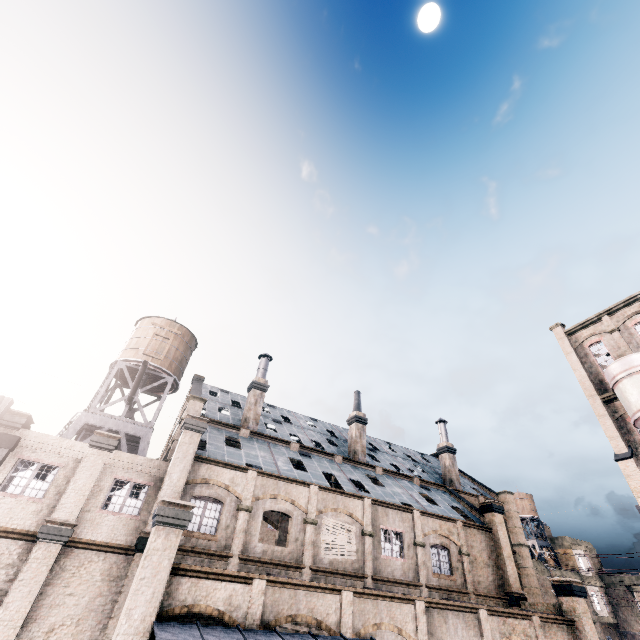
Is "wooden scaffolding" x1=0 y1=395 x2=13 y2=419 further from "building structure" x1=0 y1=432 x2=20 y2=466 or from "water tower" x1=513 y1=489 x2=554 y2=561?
"water tower" x1=513 y1=489 x2=554 y2=561

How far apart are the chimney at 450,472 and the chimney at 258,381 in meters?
22.0

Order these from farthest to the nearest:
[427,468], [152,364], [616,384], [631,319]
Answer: [427,468] → [631,319] → [152,364] → [616,384]

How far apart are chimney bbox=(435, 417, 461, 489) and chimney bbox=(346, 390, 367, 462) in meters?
10.8 m

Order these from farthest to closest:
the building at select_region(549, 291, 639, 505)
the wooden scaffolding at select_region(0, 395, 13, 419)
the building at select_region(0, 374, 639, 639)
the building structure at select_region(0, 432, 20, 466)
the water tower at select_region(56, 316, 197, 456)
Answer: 1. the building at select_region(549, 291, 639, 505)
2. the water tower at select_region(56, 316, 197, 456)
3. the building structure at select_region(0, 432, 20, 466)
4. the wooden scaffolding at select_region(0, 395, 13, 419)
5. the building at select_region(0, 374, 639, 639)

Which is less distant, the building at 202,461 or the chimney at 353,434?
the building at 202,461

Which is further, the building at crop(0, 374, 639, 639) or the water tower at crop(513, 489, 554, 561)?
the water tower at crop(513, 489, 554, 561)

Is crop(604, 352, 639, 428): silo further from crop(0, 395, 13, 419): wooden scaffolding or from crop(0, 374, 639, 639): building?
crop(0, 395, 13, 419): wooden scaffolding
